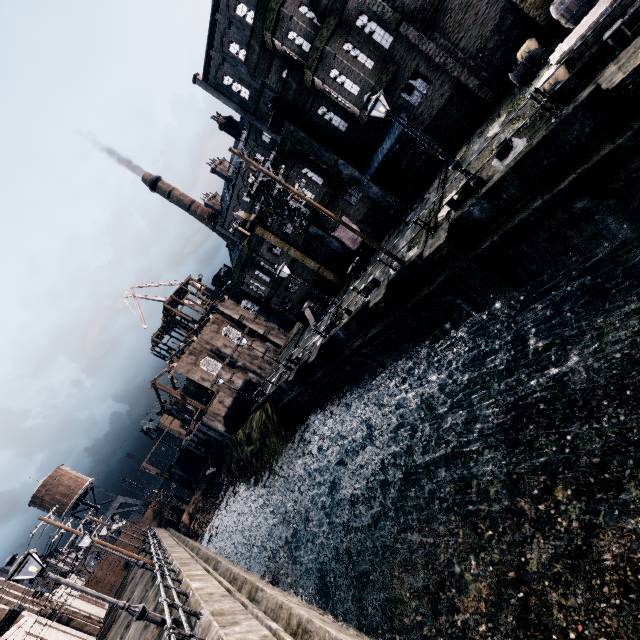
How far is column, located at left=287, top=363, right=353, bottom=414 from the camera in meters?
28.1 m

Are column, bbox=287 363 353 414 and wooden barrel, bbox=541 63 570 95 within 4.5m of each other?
no

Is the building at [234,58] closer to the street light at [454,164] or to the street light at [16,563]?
the street light at [454,164]

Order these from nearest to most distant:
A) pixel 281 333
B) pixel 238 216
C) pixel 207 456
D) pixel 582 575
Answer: pixel 582 575
pixel 238 216
pixel 207 456
pixel 281 333

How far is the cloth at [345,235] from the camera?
26.88m

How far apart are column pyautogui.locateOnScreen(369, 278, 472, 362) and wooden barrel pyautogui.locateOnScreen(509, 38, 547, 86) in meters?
11.3

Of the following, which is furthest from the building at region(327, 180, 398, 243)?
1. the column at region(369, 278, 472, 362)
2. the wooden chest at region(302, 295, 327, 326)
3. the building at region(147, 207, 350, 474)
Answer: the column at region(369, 278, 472, 362)

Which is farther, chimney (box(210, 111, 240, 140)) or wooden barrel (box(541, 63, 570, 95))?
chimney (box(210, 111, 240, 140))
